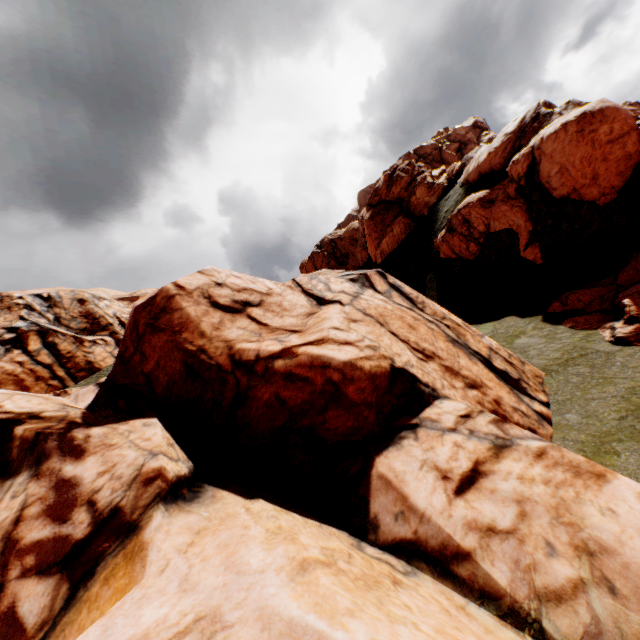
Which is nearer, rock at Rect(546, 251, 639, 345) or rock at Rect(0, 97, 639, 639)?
rock at Rect(0, 97, 639, 639)

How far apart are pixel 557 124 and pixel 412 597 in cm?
2454

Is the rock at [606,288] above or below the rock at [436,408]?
below

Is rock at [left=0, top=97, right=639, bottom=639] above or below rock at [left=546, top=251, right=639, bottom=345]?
above

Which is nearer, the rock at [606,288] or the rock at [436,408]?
Answer: the rock at [436,408]
